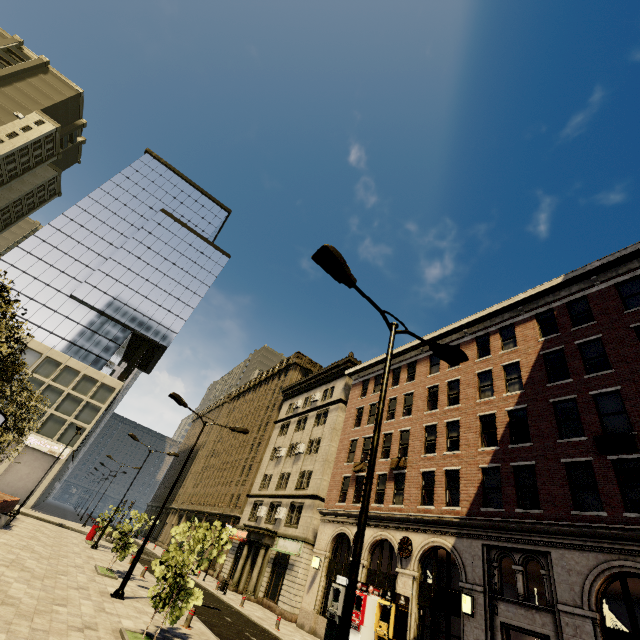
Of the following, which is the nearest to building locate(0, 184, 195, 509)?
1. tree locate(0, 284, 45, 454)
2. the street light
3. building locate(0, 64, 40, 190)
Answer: building locate(0, 64, 40, 190)

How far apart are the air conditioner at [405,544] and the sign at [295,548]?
9.9 meters

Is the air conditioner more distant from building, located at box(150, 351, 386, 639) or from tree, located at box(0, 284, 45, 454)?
tree, located at box(0, 284, 45, 454)

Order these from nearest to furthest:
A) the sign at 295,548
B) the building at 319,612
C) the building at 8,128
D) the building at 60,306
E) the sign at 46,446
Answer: the building at 319,612
the sign at 295,548
the sign at 46,446
the building at 60,306
the building at 8,128

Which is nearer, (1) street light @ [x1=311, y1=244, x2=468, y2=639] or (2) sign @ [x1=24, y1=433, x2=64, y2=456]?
(1) street light @ [x1=311, y1=244, x2=468, y2=639]

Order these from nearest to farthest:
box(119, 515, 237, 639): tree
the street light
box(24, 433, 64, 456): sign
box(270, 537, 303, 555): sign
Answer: the street light
box(119, 515, 237, 639): tree
box(270, 537, 303, 555): sign
box(24, 433, 64, 456): sign

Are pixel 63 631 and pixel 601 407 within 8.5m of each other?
no

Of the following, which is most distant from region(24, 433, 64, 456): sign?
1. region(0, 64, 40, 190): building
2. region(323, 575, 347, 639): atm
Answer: region(323, 575, 347, 639): atm
